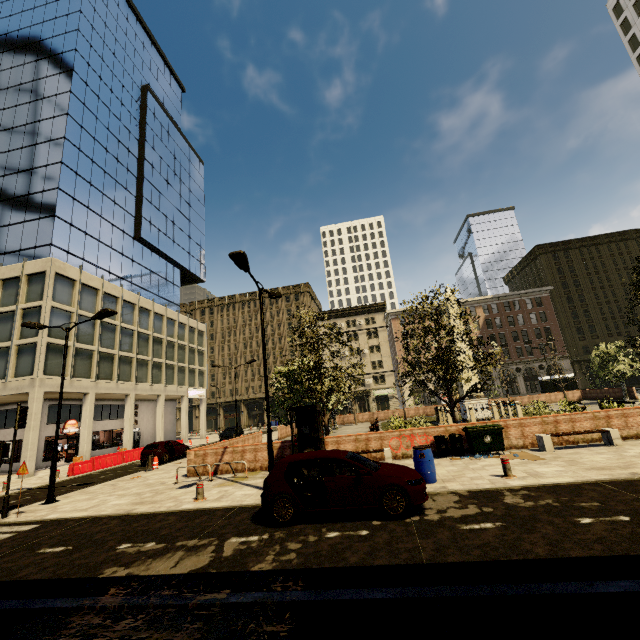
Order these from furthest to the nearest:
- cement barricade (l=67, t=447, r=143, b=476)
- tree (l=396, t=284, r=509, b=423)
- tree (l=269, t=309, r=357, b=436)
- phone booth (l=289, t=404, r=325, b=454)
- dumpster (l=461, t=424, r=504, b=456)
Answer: cement barricade (l=67, t=447, r=143, b=476) < tree (l=269, t=309, r=357, b=436) < tree (l=396, t=284, r=509, b=423) < phone booth (l=289, t=404, r=325, b=454) < dumpster (l=461, t=424, r=504, b=456)

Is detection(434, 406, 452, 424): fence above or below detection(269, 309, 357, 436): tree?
below

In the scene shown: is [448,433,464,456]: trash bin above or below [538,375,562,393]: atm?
below

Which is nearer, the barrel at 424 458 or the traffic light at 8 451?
the barrel at 424 458

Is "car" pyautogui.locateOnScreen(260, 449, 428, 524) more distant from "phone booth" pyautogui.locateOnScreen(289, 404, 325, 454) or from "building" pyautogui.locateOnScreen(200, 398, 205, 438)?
"building" pyautogui.locateOnScreen(200, 398, 205, 438)

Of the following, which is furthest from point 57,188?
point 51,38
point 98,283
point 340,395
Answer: point 340,395

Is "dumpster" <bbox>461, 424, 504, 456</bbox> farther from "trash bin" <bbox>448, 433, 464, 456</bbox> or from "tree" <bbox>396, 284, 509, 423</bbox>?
"tree" <bbox>396, 284, 509, 423</bbox>

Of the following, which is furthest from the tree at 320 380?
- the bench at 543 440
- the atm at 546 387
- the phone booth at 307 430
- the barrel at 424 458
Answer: the barrel at 424 458
